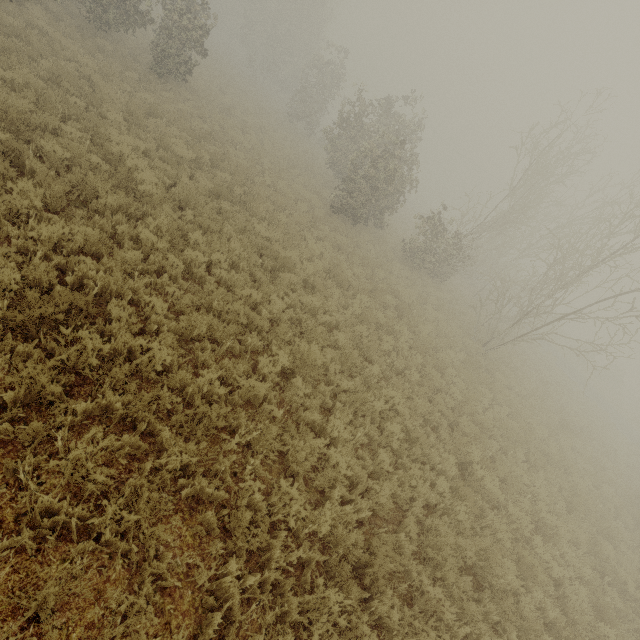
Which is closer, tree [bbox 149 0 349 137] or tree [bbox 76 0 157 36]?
tree [bbox 76 0 157 36]

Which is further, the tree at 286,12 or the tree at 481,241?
the tree at 286,12

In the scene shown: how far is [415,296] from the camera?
15.7m

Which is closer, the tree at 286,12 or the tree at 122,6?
the tree at 122,6

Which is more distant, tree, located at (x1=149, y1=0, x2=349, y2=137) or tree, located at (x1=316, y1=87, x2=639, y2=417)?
tree, located at (x1=149, y1=0, x2=349, y2=137)
